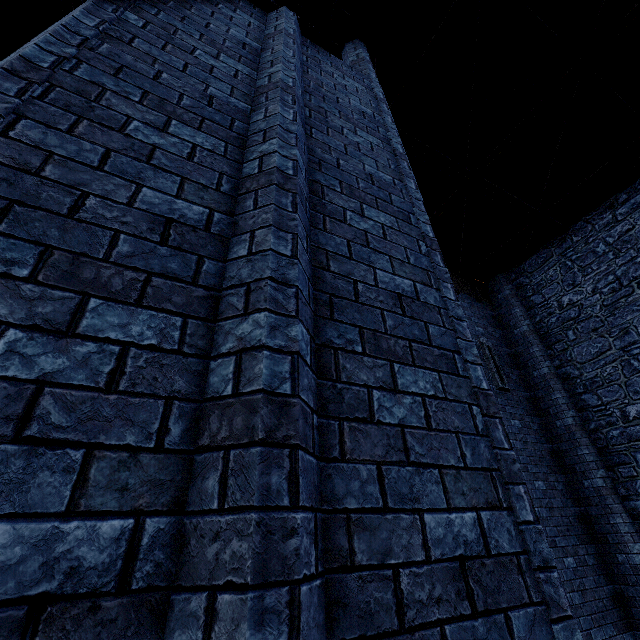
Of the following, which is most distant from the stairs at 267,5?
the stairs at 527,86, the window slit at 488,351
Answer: the window slit at 488,351

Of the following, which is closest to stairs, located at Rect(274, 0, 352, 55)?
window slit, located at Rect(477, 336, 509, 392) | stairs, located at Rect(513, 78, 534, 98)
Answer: stairs, located at Rect(513, 78, 534, 98)

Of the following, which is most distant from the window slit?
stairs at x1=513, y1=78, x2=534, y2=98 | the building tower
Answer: stairs at x1=513, y1=78, x2=534, y2=98

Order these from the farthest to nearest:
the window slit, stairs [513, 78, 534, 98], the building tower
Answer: the window slit → the building tower → stairs [513, 78, 534, 98]

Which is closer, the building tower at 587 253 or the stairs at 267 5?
the stairs at 267 5

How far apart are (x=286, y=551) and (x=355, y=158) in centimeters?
320cm

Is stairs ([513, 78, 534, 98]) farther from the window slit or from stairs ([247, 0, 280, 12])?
the window slit
